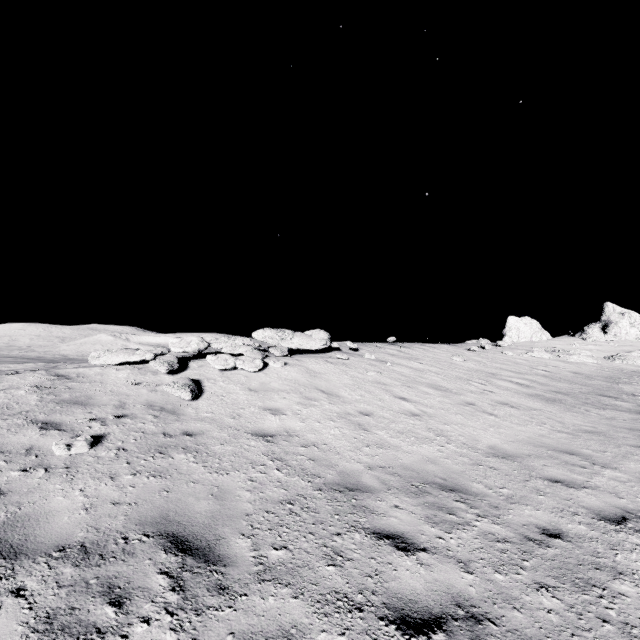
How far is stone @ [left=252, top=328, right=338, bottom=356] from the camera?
12.44m

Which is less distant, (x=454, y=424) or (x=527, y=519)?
(x=527, y=519)

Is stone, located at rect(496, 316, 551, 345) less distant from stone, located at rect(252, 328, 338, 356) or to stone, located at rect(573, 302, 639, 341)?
stone, located at rect(573, 302, 639, 341)

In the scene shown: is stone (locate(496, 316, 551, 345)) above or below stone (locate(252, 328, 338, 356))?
above

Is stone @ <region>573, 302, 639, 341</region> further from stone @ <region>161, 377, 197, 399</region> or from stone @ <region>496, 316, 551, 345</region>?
stone @ <region>161, 377, 197, 399</region>

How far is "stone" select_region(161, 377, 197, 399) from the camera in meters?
7.4 m

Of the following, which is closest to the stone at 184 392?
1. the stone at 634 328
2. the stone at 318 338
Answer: the stone at 318 338

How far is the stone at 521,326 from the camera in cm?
2217
